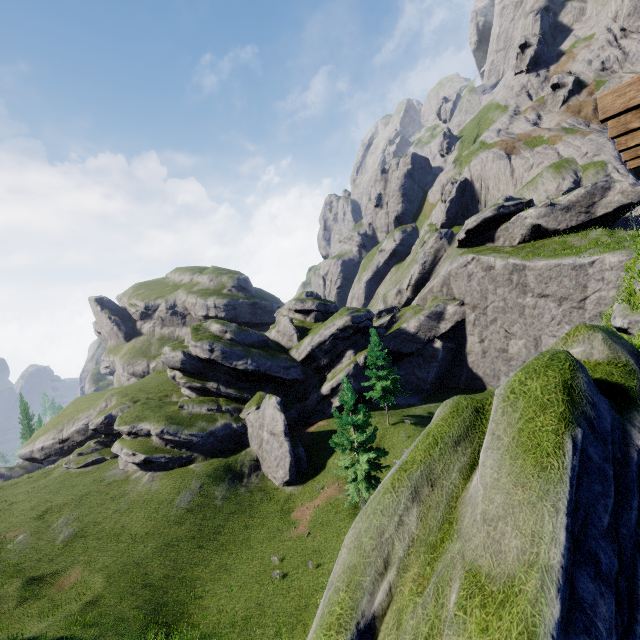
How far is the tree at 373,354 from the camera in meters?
33.4 m

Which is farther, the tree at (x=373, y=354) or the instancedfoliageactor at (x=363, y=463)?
the tree at (x=373, y=354)

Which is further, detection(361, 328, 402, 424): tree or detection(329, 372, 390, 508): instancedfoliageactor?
detection(361, 328, 402, 424): tree

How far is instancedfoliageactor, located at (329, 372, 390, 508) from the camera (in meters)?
21.39

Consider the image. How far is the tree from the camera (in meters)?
33.41

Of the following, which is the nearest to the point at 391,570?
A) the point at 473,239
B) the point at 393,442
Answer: the point at 393,442
